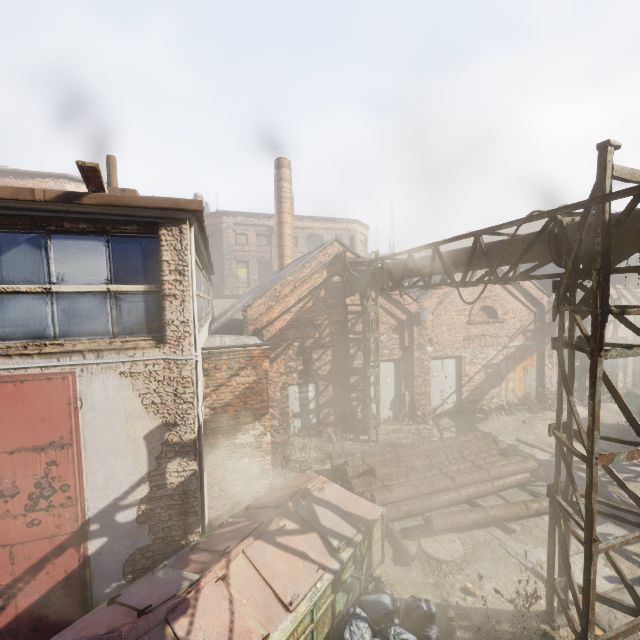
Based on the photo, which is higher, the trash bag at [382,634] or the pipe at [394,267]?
the pipe at [394,267]

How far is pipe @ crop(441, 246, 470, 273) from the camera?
6.6 meters

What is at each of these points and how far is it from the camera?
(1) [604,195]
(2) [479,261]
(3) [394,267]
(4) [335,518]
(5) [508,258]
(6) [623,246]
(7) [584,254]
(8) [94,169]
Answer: (1) scaffolding, 3.7m
(2) pipe, 6.3m
(3) pipe, 9.3m
(4) trash container, 5.4m
(5) pipe, 5.7m
(6) pipe, 4.1m
(7) pipe, 4.4m
(8) pallet, 4.0m

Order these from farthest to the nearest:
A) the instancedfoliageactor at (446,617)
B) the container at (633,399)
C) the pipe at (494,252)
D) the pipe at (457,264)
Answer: the container at (633,399) → the pipe at (457,264) → the pipe at (494,252) → the instancedfoliageactor at (446,617)

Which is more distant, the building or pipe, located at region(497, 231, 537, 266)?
the building

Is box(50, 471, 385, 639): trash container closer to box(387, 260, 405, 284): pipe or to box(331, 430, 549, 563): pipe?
box(331, 430, 549, 563): pipe

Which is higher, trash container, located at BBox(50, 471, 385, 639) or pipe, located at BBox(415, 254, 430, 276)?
pipe, located at BBox(415, 254, 430, 276)

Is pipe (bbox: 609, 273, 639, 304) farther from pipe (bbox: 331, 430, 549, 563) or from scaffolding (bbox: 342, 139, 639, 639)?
pipe (bbox: 331, 430, 549, 563)
